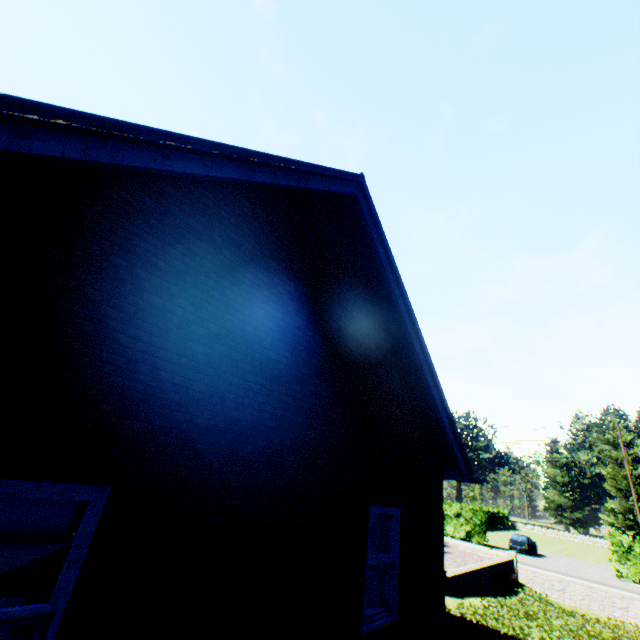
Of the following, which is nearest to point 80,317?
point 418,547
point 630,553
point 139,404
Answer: point 139,404

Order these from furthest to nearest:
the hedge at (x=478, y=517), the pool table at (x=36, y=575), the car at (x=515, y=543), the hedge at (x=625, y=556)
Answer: the hedge at (x=478, y=517), the car at (x=515, y=543), the hedge at (x=625, y=556), the pool table at (x=36, y=575)

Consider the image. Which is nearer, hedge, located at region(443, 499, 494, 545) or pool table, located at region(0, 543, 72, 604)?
pool table, located at region(0, 543, 72, 604)

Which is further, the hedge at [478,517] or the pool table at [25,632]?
the hedge at [478,517]

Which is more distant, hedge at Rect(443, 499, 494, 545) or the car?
hedge at Rect(443, 499, 494, 545)

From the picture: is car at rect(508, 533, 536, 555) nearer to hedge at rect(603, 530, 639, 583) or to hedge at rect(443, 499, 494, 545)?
hedge at rect(443, 499, 494, 545)

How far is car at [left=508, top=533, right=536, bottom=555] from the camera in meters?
31.9 m

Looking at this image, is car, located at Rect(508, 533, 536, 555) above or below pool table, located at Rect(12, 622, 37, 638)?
below
